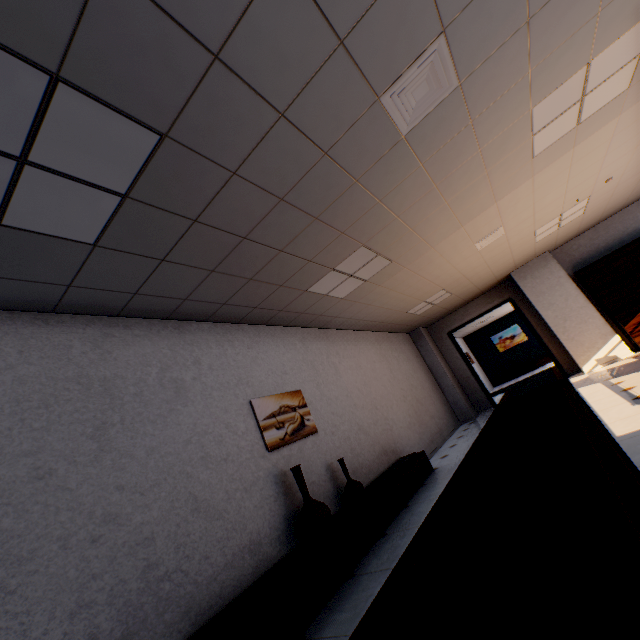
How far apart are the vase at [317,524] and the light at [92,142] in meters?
2.7

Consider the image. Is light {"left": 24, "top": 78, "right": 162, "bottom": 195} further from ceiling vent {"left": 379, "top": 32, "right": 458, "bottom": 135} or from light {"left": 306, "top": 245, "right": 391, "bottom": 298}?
light {"left": 306, "top": 245, "right": 391, "bottom": 298}

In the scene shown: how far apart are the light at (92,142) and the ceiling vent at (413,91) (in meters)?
1.56

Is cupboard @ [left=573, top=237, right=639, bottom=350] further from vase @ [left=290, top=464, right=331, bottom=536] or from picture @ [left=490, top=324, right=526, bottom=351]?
picture @ [left=490, top=324, right=526, bottom=351]

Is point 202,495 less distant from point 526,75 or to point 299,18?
point 299,18

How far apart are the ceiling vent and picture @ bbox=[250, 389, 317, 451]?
3.10m

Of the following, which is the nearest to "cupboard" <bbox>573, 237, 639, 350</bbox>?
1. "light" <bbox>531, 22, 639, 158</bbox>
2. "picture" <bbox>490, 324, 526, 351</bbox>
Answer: "light" <bbox>531, 22, 639, 158</bbox>

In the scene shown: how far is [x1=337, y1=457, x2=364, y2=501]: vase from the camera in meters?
3.9
